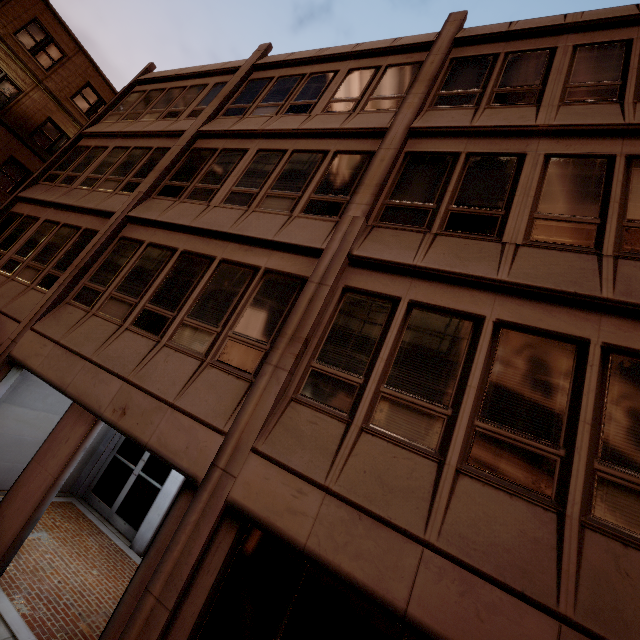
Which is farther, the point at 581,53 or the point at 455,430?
the point at 581,53
